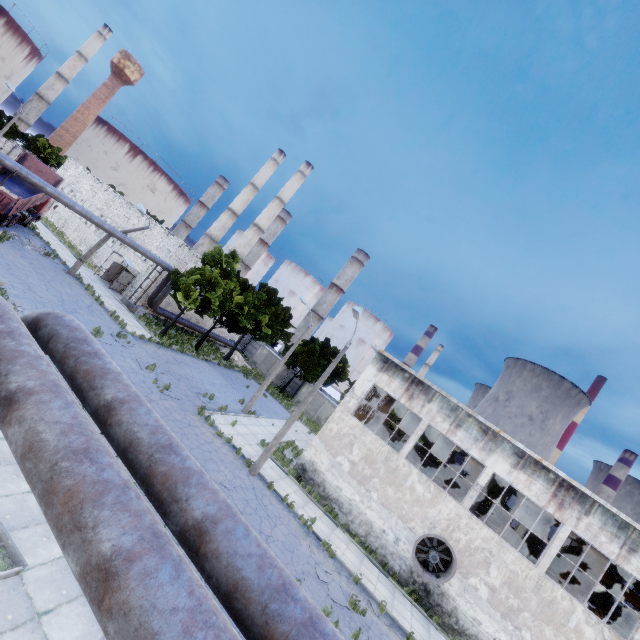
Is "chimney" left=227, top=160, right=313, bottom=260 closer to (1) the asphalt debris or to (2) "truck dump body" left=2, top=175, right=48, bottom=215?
(2) "truck dump body" left=2, top=175, right=48, bottom=215

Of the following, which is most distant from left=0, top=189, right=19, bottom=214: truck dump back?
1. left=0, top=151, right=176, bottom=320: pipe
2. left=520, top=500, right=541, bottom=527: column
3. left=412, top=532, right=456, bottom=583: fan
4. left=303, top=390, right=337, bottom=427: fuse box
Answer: left=520, top=500, right=541, bottom=527: column

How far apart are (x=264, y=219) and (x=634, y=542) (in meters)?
54.59

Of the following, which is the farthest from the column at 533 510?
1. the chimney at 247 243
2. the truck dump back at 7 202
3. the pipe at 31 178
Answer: the chimney at 247 243

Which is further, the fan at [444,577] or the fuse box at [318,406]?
the fuse box at [318,406]

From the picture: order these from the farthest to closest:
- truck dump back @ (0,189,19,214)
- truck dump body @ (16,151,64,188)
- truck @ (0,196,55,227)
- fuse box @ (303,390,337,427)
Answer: fuse box @ (303,390,337,427), truck dump body @ (16,151,64,188), truck @ (0,196,55,227), truck dump back @ (0,189,19,214)

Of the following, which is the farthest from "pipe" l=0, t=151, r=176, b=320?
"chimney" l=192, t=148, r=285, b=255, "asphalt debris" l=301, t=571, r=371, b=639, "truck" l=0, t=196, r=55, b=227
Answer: "chimney" l=192, t=148, r=285, b=255

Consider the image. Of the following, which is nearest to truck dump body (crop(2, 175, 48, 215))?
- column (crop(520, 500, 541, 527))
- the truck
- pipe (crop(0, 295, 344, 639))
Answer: the truck
